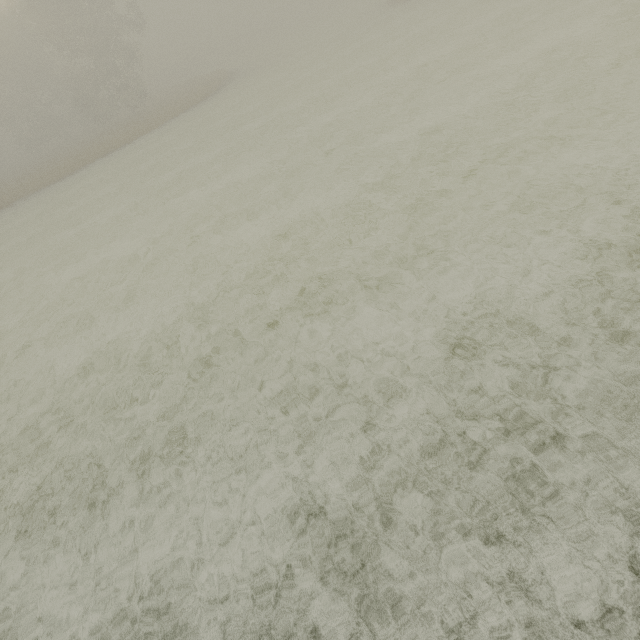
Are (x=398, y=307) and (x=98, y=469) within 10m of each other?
yes
